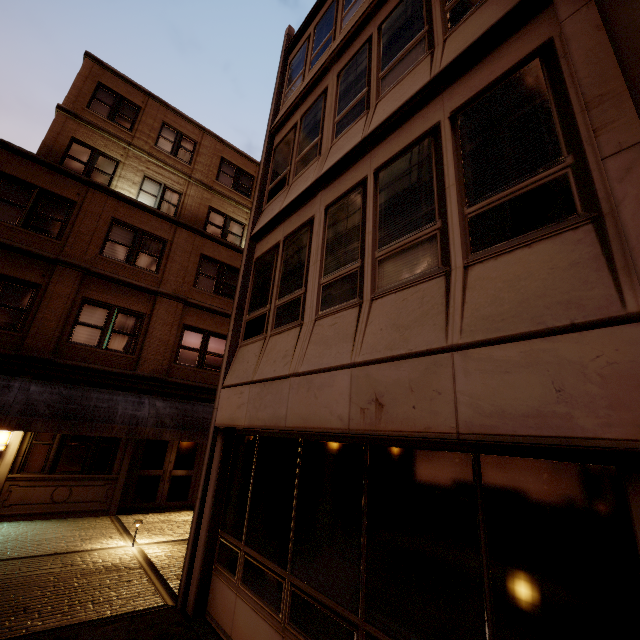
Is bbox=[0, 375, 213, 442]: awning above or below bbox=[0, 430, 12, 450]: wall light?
above

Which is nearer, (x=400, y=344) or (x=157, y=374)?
(x=400, y=344)

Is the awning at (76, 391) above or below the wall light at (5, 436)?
above
